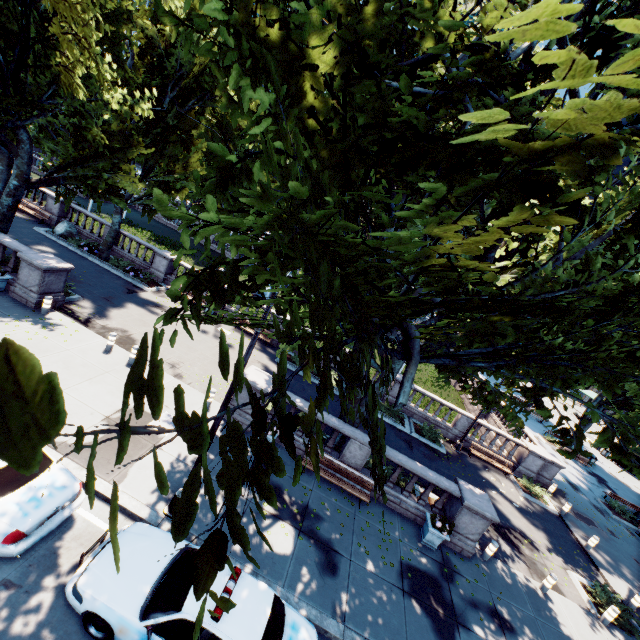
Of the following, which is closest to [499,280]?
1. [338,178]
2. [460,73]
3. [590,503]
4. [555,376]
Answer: [555,376]

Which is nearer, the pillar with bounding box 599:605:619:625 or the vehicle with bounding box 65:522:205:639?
the vehicle with bounding box 65:522:205:639

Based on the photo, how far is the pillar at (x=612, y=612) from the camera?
12.42m

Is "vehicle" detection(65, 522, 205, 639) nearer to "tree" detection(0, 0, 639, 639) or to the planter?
"tree" detection(0, 0, 639, 639)

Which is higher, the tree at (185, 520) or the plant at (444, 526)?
the tree at (185, 520)

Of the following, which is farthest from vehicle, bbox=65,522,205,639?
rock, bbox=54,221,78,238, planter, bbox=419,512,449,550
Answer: rock, bbox=54,221,78,238

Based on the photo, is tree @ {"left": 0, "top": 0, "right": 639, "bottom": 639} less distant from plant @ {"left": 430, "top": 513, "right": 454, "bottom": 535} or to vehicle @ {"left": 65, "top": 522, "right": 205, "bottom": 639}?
plant @ {"left": 430, "top": 513, "right": 454, "bottom": 535}

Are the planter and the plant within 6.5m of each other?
yes
